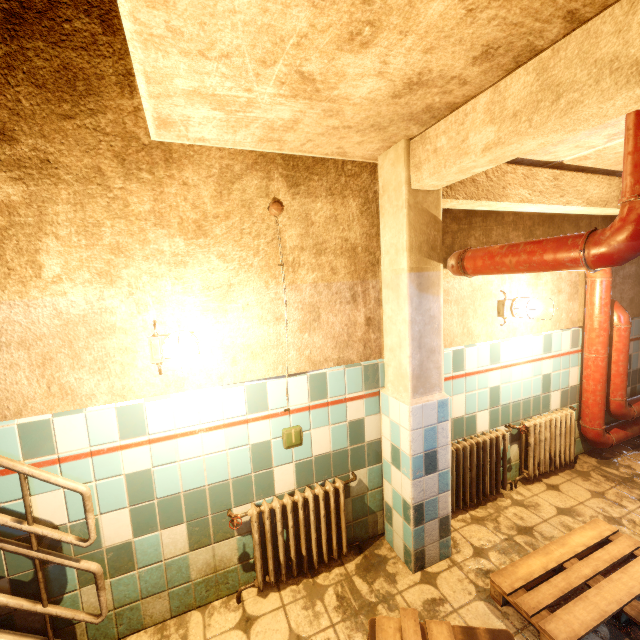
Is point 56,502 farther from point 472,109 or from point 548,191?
point 548,191

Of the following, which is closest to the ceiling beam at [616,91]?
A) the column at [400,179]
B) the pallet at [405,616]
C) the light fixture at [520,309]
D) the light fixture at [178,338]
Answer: the column at [400,179]

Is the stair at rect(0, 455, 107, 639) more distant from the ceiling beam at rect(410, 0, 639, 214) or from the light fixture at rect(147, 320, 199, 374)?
the ceiling beam at rect(410, 0, 639, 214)

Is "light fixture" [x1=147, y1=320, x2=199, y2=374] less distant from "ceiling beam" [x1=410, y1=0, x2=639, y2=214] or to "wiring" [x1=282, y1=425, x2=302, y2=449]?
"wiring" [x1=282, y1=425, x2=302, y2=449]

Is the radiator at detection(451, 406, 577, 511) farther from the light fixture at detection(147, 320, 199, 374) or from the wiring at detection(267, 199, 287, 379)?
the light fixture at detection(147, 320, 199, 374)

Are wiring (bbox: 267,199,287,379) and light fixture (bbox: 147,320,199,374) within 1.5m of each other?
yes

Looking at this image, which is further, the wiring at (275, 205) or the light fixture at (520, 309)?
the light fixture at (520, 309)

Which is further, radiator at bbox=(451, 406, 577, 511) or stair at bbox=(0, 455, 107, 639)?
radiator at bbox=(451, 406, 577, 511)
